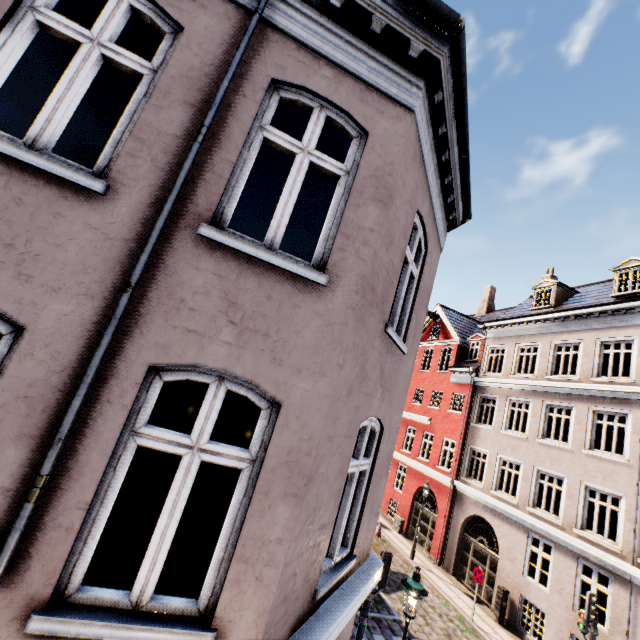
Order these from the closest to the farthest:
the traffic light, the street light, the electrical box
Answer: the street light → the traffic light → the electrical box

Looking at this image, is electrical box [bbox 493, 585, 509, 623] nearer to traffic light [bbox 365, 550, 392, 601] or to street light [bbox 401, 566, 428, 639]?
traffic light [bbox 365, 550, 392, 601]

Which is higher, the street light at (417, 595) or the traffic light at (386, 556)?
the street light at (417, 595)

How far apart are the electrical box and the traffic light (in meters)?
9.77

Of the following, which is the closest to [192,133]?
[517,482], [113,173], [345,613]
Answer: [113,173]

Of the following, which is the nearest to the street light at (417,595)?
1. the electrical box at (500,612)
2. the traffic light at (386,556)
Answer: the traffic light at (386,556)

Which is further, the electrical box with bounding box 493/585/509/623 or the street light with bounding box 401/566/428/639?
the electrical box with bounding box 493/585/509/623

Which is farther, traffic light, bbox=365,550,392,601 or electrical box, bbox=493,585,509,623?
electrical box, bbox=493,585,509,623
